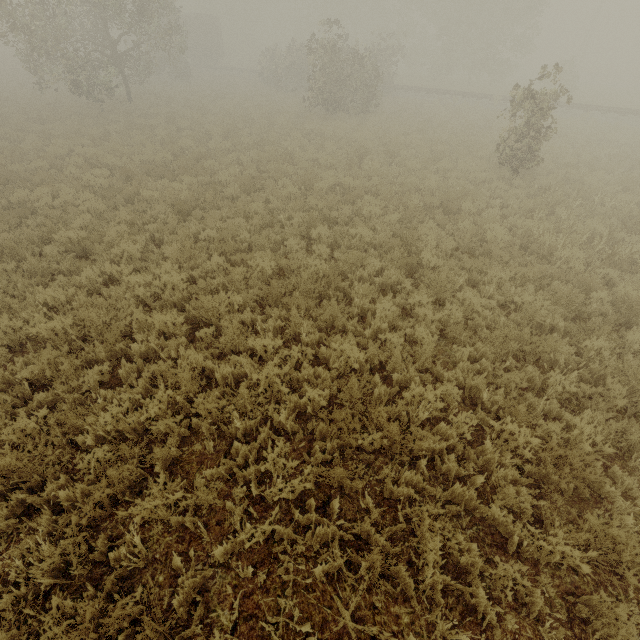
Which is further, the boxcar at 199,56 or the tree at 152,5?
the boxcar at 199,56

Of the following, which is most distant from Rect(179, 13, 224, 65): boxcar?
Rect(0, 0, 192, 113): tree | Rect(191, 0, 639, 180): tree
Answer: Rect(0, 0, 192, 113): tree

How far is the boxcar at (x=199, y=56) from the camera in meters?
37.3

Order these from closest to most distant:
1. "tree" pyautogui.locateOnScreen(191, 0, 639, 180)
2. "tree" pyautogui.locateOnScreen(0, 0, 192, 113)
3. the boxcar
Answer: "tree" pyautogui.locateOnScreen(191, 0, 639, 180), "tree" pyautogui.locateOnScreen(0, 0, 192, 113), the boxcar

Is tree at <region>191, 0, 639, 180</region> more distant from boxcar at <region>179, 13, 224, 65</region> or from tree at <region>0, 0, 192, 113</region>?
boxcar at <region>179, 13, 224, 65</region>

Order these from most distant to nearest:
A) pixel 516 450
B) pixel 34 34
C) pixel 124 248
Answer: pixel 34 34 < pixel 124 248 < pixel 516 450

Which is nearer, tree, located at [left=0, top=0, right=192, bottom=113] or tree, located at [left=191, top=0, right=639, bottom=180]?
tree, located at [left=191, top=0, right=639, bottom=180]

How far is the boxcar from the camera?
37.33m
